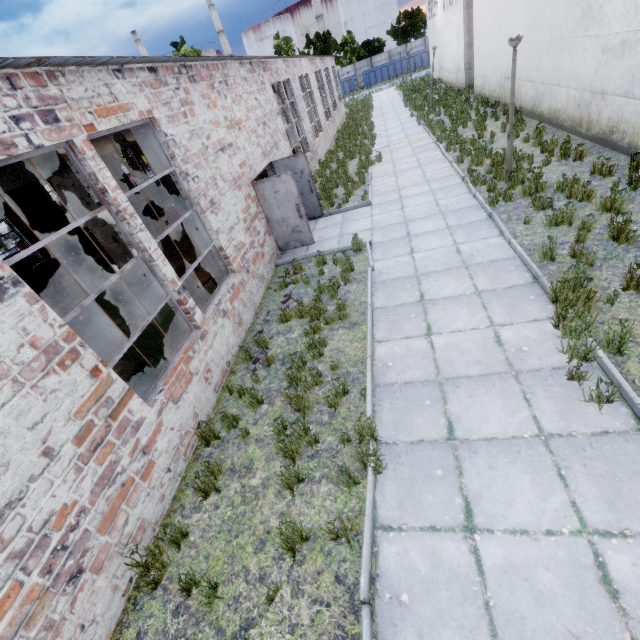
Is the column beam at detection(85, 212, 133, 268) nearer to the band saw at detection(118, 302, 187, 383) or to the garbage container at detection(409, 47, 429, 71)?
the band saw at detection(118, 302, 187, 383)

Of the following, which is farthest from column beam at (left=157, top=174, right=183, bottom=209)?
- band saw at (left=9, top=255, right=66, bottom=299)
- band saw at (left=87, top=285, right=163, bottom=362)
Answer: band saw at (left=87, top=285, right=163, bottom=362)

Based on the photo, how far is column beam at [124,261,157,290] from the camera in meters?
8.5 m

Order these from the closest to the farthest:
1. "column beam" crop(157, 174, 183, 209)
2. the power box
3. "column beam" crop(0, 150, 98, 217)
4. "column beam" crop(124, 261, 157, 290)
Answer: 1. "column beam" crop(0, 150, 98, 217)
2. "column beam" crop(124, 261, 157, 290)
3. the power box
4. "column beam" crop(157, 174, 183, 209)

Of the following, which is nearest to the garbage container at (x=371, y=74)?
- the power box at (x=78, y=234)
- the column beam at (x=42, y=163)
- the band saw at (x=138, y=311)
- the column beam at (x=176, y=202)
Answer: the column beam at (x=176, y=202)

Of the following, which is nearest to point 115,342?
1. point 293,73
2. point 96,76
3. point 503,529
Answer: point 96,76

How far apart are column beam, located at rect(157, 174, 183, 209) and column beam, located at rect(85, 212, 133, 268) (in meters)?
11.30

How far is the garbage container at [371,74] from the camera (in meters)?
48.78
